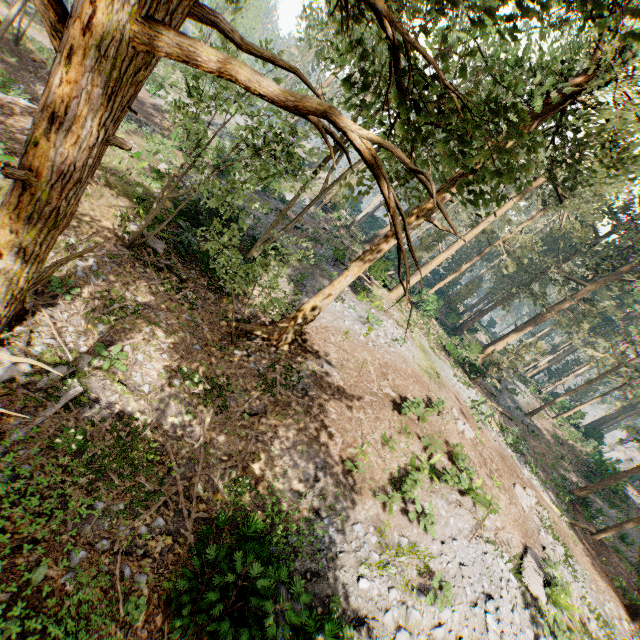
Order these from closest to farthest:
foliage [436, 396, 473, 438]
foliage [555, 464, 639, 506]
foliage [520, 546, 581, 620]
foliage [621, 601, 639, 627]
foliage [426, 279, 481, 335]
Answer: foliage [520, 546, 581, 620], foliage [436, 396, 473, 438], foliage [621, 601, 639, 627], foliage [555, 464, 639, 506], foliage [426, 279, 481, 335]

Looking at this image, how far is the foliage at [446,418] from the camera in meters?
15.2

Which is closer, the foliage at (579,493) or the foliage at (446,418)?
the foliage at (446,418)

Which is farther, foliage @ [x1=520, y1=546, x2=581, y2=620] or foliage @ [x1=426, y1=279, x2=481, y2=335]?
foliage @ [x1=426, y1=279, x2=481, y2=335]

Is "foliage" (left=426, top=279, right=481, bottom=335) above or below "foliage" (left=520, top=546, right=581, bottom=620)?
above

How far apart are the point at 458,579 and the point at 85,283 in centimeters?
1576cm
